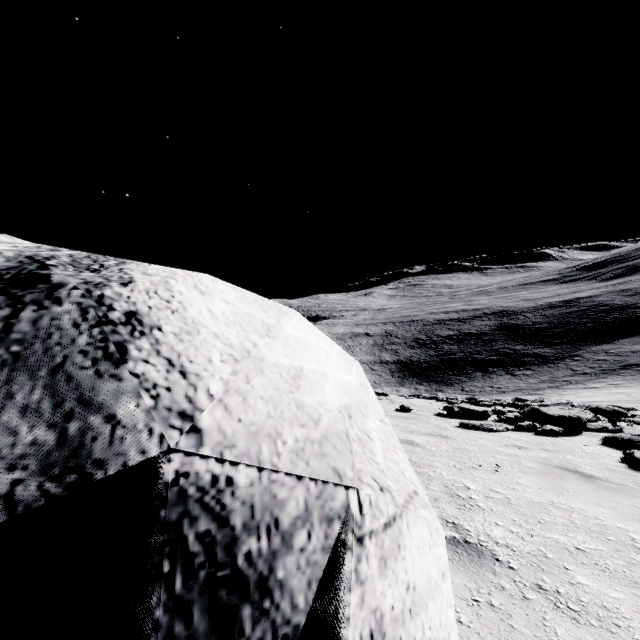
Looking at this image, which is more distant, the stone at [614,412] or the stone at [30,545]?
the stone at [614,412]

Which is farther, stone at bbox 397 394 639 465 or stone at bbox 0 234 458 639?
stone at bbox 397 394 639 465

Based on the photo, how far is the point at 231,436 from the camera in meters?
1.3 m

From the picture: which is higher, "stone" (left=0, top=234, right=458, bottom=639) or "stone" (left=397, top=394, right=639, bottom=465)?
"stone" (left=0, top=234, right=458, bottom=639)

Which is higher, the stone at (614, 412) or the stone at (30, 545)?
the stone at (30, 545)
